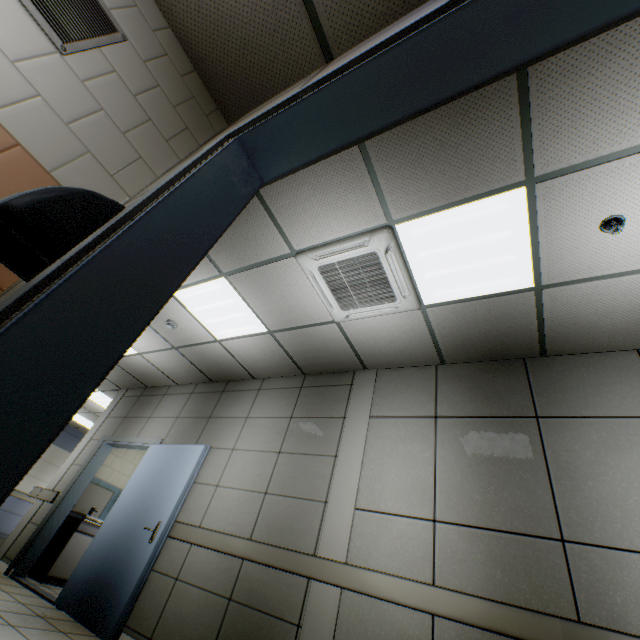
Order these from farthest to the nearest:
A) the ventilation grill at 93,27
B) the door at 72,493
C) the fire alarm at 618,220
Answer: the door at 72,493 < the fire alarm at 618,220 < the ventilation grill at 93,27

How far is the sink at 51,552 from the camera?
5.25m

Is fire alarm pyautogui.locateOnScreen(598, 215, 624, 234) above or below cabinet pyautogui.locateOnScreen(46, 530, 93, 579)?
above

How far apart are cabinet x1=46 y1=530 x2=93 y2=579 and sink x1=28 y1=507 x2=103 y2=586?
0.0m

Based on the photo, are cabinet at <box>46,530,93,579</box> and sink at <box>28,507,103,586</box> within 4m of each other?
yes

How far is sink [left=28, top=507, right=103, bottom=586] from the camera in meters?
5.2 m

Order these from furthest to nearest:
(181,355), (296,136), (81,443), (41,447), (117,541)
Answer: (81,443), (181,355), (117,541), (296,136), (41,447)

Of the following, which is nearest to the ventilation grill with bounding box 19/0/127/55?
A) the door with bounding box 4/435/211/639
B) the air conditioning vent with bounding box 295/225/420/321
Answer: the air conditioning vent with bounding box 295/225/420/321
